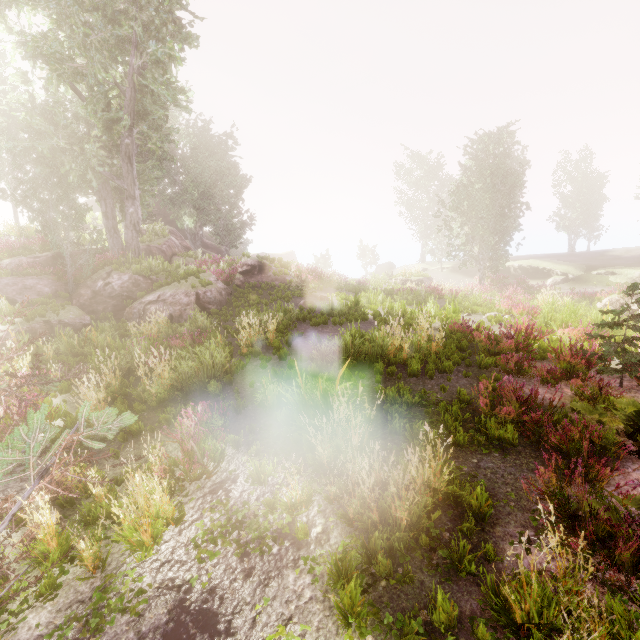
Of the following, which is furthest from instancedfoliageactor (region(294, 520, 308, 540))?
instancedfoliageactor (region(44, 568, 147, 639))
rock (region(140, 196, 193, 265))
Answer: instancedfoliageactor (region(44, 568, 147, 639))

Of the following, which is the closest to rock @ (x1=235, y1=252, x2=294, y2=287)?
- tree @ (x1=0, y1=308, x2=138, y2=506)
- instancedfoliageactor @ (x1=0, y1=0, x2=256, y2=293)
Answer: instancedfoliageactor @ (x1=0, y1=0, x2=256, y2=293)

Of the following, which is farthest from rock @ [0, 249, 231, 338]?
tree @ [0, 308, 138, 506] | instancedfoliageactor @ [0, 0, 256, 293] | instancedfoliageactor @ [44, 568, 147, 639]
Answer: instancedfoliageactor @ [44, 568, 147, 639]

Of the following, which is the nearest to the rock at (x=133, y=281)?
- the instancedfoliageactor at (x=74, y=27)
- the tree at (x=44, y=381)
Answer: the instancedfoliageactor at (x=74, y=27)

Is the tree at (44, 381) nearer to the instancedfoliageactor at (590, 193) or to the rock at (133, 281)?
the instancedfoliageactor at (590, 193)

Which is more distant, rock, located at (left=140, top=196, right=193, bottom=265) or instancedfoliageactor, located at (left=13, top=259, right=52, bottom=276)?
rock, located at (left=140, top=196, right=193, bottom=265)

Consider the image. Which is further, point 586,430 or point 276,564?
point 586,430
